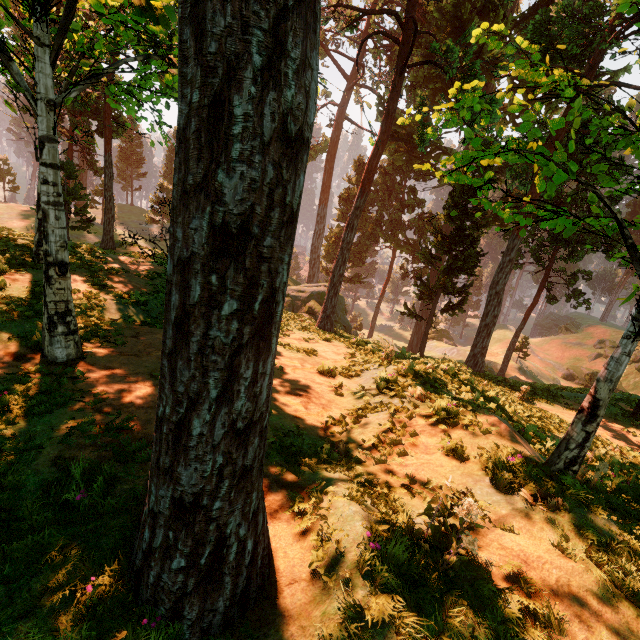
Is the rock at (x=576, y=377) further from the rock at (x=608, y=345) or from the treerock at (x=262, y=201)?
the treerock at (x=262, y=201)

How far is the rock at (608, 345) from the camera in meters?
51.0 m

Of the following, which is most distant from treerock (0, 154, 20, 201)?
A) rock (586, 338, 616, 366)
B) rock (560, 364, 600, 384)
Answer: rock (560, 364, 600, 384)

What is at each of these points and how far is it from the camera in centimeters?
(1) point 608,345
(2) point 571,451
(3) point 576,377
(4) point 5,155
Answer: (1) rock, 5234cm
(2) treerock, 500cm
(3) rock, 4900cm
(4) treerock, 4400cm

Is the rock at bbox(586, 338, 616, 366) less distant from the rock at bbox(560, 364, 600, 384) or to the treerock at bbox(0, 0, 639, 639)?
the rock at bbox(560, 364, 600, 384)

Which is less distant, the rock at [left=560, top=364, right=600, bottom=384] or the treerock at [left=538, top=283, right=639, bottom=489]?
the treerock at [left=538, top=283, right=639, bottom=489]
